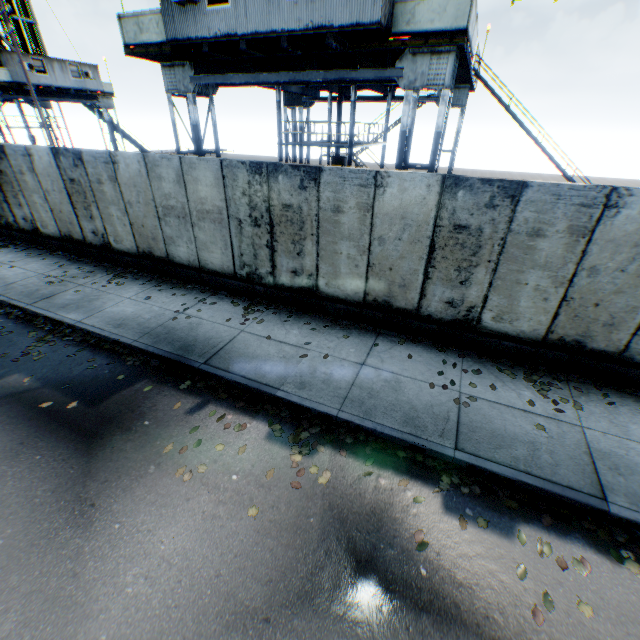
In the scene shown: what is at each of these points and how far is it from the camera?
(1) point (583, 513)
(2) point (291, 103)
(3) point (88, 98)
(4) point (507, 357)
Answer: (1) leaf decal, 4.23m
(2) landrig, 19.52m
(3) landrig, 29.20m
(4) leaf decal, 6.70m

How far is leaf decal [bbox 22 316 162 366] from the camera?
6.8 meters

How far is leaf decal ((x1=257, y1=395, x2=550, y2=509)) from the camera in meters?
4.5

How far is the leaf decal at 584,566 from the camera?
3.7 meters

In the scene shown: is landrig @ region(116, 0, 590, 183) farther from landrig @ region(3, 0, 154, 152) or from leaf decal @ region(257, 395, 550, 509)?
landrig @ region(3, 0, 154, 152)

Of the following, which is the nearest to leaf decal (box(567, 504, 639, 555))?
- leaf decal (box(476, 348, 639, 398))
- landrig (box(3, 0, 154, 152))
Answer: leaf decal (box(476, 348, 639, 398))

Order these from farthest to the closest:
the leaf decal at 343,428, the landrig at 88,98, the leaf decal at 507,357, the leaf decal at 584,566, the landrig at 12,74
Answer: the landrig at 88,98
the landrig at 12,74
the leaf decal at 507,357
the leaf decal at 343,428
the leaf decal at 584,566

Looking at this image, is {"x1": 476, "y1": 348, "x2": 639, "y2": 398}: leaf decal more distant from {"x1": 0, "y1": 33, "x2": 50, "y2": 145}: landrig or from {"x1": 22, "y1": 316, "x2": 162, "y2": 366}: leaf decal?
{"x1": 0, "y1": 33, "x2": 50, "y2": 145}: landrig
